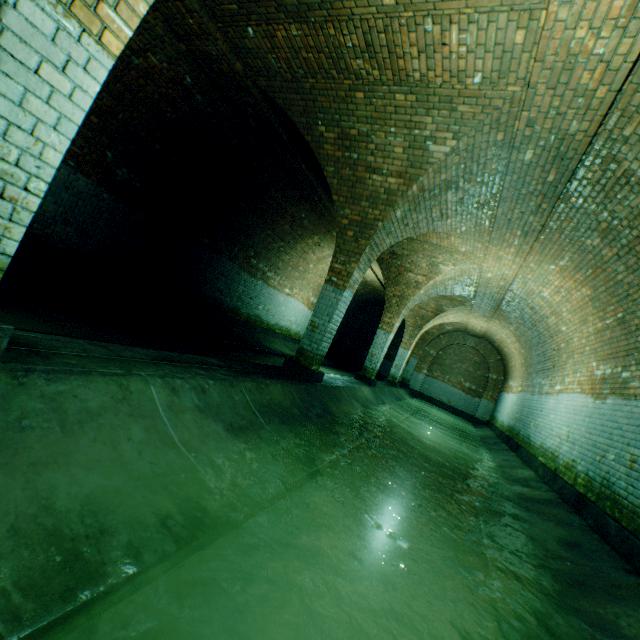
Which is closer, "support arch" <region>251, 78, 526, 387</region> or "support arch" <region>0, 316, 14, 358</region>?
"support arch" <region>0, 316, 14, 358</region>

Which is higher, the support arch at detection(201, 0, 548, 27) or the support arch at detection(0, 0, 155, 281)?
the support arch at detection(201, 0, 548, 27)

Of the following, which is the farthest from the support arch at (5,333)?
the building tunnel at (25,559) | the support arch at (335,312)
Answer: the support arch at (335,312)

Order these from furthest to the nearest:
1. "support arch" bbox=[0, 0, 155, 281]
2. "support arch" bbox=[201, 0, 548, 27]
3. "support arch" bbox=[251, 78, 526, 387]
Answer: "support arch" bbox=[251, 78, 526, 387], "support arch" bbox=[201, 0, 548, 27], "support arch" bbox=[0, 0, 155, 281]

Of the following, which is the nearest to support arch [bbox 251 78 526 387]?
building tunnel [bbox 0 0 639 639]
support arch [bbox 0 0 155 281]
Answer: building tunnel [bbox 0 0 639 639]

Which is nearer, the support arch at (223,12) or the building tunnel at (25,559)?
the building tunnel at (25,559)

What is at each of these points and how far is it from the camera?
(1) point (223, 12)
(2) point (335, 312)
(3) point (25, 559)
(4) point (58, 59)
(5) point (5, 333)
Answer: (1) support arch, 4.28m
(2) support arch, 5.98m
(3) building tunnel, 1.22m
(4) support arch, 1.67m
(5) support arch, 1.81m
